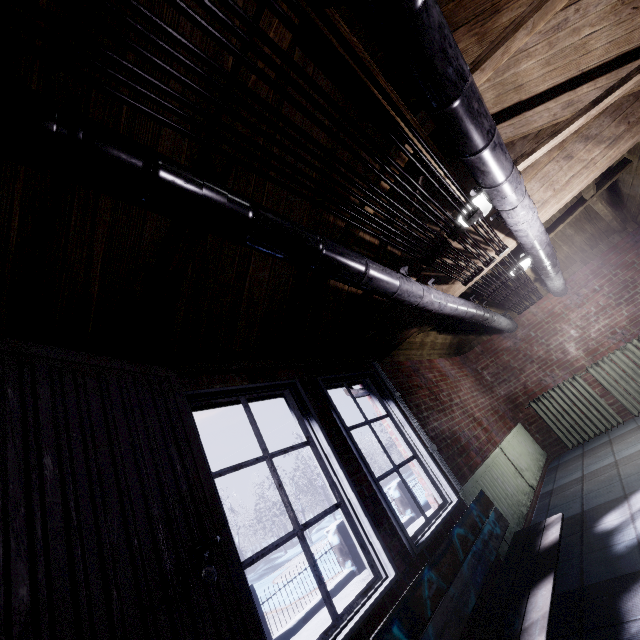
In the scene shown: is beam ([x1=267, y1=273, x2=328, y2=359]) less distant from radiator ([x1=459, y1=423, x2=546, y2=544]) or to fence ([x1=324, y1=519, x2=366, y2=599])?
radiator ([x1=459, y1=423, x2=546, y2=544])

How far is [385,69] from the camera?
2.0 meters

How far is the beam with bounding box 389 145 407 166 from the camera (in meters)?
1.72

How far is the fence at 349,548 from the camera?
5.90m

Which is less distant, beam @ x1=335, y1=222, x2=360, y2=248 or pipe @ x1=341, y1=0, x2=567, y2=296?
pipe @ x1=341, y1=0, x2=567, y2=296

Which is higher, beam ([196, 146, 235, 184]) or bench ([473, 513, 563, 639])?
beam ([196, 146, 235, 184])

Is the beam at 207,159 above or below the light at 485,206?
above

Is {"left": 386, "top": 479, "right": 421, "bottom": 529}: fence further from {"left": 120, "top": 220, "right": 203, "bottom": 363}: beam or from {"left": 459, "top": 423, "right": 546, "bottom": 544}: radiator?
{"left": 120, "top": 220, "right": 203, "bottom": 363}: beam
